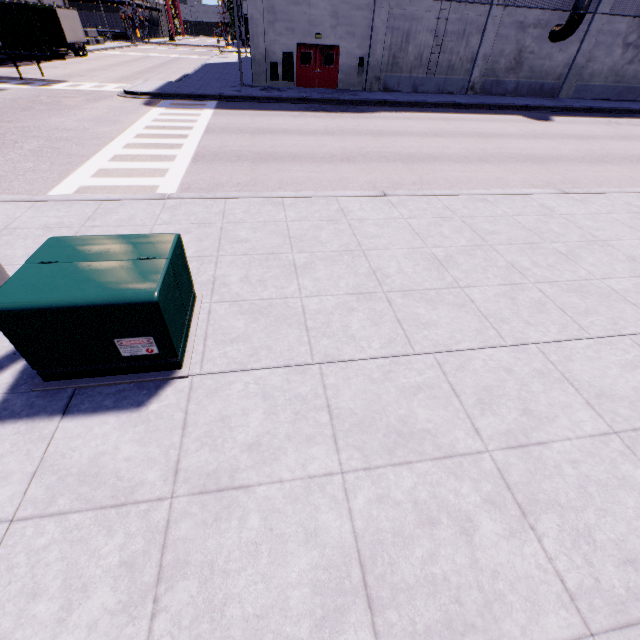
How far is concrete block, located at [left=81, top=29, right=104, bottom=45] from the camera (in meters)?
47.72

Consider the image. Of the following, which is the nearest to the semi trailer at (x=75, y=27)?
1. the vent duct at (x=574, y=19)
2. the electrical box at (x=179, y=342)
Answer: the vent duct at (x=574, y=19)

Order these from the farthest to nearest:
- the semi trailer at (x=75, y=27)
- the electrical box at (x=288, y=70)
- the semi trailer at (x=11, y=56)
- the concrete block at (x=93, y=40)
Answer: the concrete block at (x=93, y=40) < the semi trailer at (x=75, y=27) < the electrical box at (x=288, y=70) < the semi trailer at (x=11, y=56)

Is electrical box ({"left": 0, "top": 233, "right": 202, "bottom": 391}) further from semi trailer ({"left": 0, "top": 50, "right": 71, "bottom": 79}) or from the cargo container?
the cargo container

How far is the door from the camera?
21.50m

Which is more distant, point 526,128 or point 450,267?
point 526,128

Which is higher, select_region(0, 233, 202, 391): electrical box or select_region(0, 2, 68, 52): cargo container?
select_region(0, 2, 68, 52): cargo container

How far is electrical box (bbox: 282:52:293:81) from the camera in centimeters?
2125cm
